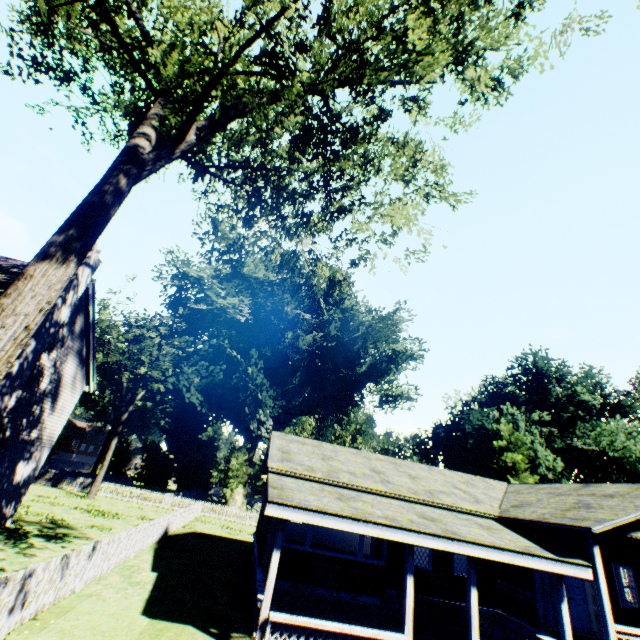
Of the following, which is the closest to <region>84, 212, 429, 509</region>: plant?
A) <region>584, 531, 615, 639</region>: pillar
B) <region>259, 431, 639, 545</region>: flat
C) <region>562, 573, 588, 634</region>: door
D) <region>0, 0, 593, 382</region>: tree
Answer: <region>0, 0, 593, 382</region>: tree

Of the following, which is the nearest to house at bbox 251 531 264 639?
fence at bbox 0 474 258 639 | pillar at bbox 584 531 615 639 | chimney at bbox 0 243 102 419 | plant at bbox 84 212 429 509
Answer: pillar at bbox 584 531 615 639

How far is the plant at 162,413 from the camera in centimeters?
3449cm

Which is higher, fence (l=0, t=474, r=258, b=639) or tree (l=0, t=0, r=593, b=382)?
tree (l=0, t=0, r=593, b=382)

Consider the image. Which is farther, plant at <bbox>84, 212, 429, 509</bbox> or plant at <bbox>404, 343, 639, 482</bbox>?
plant at <bbox>404, 343, 639, 482</bbox>

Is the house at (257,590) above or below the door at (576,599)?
below

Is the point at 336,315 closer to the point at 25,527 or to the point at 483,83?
the point at 25,527

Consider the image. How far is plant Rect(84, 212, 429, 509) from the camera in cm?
3449
